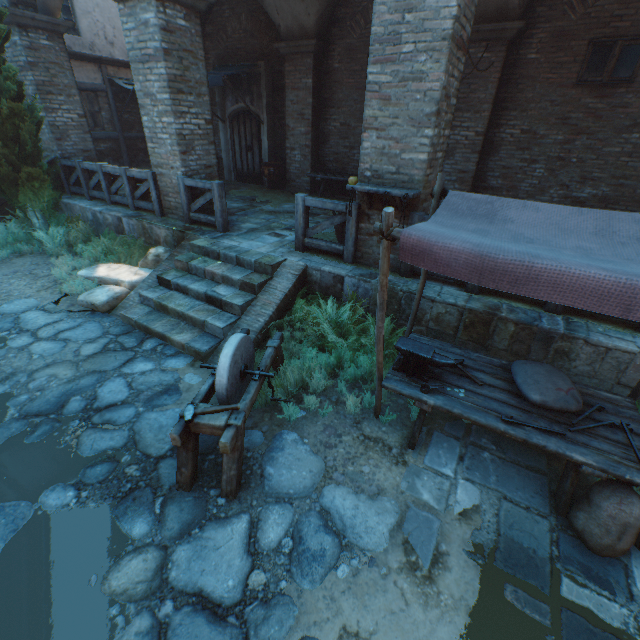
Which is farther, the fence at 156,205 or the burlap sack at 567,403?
the fence at 156,205

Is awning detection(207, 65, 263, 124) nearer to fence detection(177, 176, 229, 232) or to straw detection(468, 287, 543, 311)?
fence detection(177, 176, 229, 232)

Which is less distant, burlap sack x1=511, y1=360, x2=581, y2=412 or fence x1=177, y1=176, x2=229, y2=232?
burlap sack x1=511, y1=360, x2=581, y2=412

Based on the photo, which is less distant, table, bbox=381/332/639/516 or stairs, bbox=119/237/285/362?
table, bbox=381/332/639/516

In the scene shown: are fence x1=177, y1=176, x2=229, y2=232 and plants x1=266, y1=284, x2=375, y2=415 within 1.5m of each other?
no

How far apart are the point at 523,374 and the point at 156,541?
3.67m

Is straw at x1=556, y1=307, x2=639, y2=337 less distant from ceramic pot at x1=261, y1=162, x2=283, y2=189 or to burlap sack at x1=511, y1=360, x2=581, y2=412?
burlap sack at x1=511, y1=360, x2=581, y2=412

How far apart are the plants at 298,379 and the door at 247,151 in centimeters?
840cm
